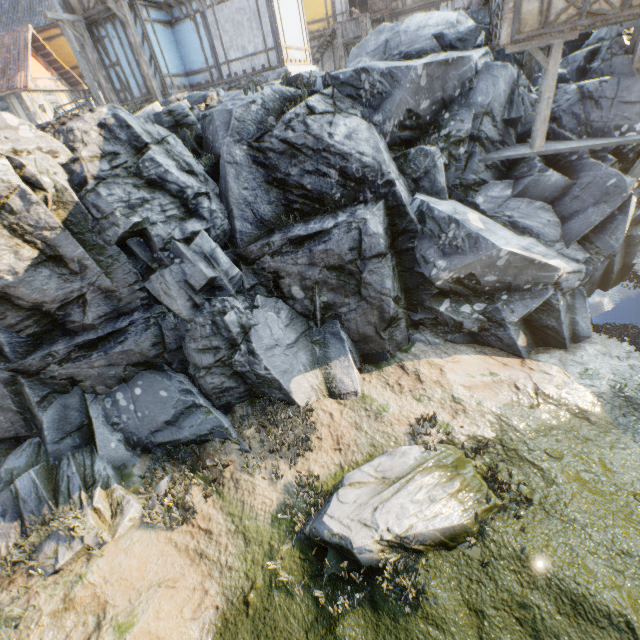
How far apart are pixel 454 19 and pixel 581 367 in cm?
1281

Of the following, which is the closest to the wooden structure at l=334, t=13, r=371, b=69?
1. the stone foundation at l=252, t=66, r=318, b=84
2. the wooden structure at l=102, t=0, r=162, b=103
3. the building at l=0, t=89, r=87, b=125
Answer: the stone foundation at l=252, t=66, r=318, b=84

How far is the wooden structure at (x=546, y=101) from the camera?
9.23m

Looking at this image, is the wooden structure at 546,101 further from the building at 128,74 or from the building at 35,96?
the building at 35,96

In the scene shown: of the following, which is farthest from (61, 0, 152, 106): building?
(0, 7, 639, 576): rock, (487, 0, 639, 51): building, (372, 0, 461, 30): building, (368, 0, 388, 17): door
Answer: (487, 0, 639, 51): building

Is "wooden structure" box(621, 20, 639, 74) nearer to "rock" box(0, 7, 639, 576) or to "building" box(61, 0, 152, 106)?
"rock" box(0, 7, 639, 576)

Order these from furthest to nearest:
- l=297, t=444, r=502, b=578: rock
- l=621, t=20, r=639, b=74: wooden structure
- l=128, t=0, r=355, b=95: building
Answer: l=128, t=0, r=355, b=95: building → l=621, t=20, r=639, b=74: wooden structure → l=297, t=444, r=502, b=578: rock

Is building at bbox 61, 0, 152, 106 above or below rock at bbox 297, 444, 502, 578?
above
